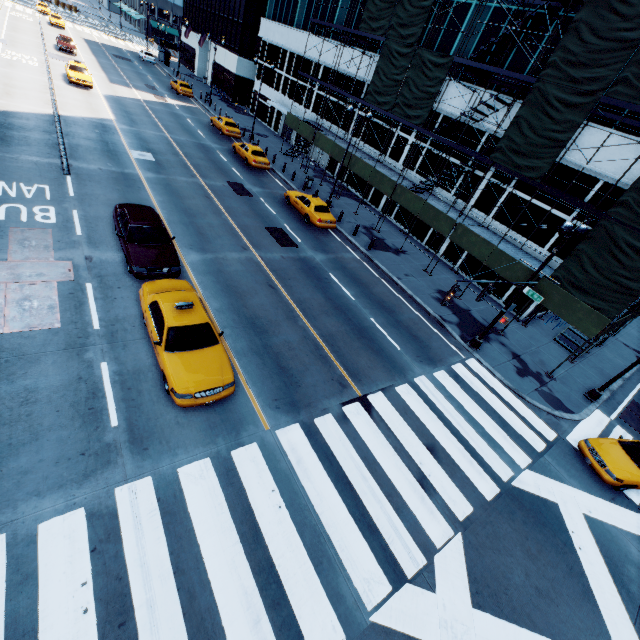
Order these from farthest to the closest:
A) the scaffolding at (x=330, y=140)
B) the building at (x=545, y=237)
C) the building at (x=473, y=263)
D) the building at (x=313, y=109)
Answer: the building at (x=313, y=109)
the scaffolding at (x=330, y=140)
the building at (x=473, y=263)
the building at (x=545, y=237)

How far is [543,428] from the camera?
14.0m

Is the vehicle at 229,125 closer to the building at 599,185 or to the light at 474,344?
the building at 599,185

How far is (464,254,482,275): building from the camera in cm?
2394

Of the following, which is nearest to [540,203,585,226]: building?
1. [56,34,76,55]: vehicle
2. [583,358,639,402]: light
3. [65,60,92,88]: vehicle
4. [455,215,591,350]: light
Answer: [583,358,639,402]: light

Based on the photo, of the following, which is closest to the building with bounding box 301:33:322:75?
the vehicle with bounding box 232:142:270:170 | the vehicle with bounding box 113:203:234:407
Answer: the vehicle with bounding box 232:142:270:170

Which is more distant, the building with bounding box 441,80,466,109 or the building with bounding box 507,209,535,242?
the building with bounding box 441,80,466,109

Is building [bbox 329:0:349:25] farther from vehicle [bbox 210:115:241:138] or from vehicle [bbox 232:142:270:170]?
vehicle [bbox 232:142:270:170]
